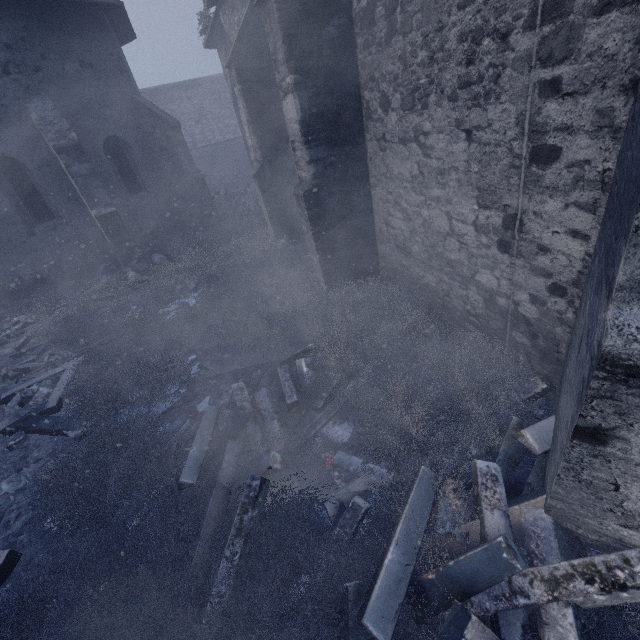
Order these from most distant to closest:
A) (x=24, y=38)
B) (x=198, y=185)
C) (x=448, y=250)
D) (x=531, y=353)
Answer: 1. (x=198, y=185)
2. (x=24, y=38)
3. (x=448, y=250)
4. (x=531, y=353)

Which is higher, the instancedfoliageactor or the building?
the building

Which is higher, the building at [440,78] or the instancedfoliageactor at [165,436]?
the building at [440,78]
